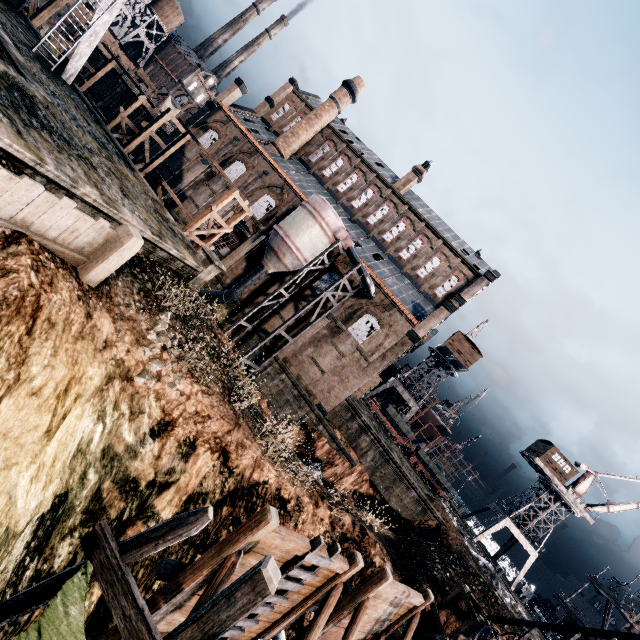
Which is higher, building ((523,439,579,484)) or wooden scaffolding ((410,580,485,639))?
building ((523,439,579,484))

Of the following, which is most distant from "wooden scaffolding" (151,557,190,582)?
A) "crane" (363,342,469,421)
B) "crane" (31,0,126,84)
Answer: "crane" (363,342,469,421)

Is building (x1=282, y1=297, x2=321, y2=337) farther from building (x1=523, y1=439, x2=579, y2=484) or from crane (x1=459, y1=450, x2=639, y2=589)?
crane (x1=459, y1=450, x2=639, y2=589)

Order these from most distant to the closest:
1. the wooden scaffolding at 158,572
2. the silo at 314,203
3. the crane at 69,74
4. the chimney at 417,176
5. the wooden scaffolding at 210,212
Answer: the chimney at 417,176, the silo at 314,203, the wooden scaffolding at 210,212, the crane at 69,74, the wooden scaffolding at 158,572

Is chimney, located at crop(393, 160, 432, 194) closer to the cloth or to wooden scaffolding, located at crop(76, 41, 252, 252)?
wooden scaffolding, located at crop(76, 41, 252, 252)

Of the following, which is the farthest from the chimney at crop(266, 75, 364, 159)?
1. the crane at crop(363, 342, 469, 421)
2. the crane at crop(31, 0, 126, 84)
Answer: the crane at crop(363, 342, 469, 421)

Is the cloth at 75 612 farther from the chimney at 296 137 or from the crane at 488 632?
the chimney at 296 137

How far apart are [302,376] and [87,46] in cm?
2802
